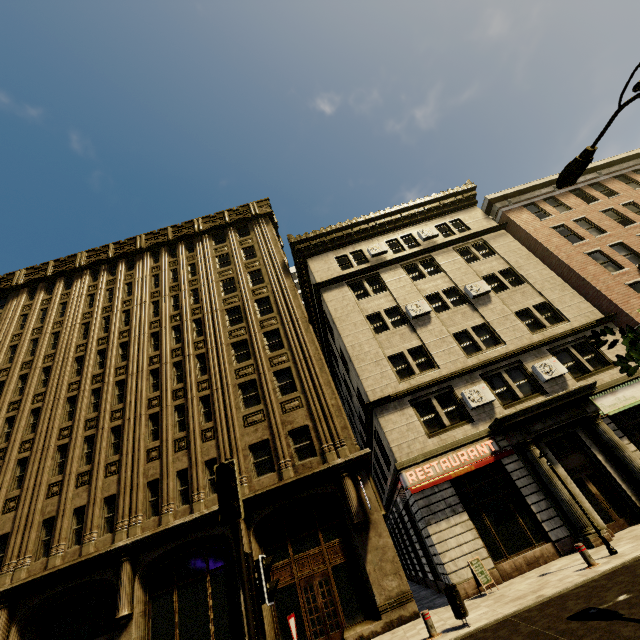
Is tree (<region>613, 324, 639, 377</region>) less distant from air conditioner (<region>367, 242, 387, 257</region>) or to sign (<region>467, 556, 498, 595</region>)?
sign (<region>467, 556, 498, 595</region>)

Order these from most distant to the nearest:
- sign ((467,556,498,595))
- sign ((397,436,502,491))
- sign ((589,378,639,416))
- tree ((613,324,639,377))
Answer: sign ((589,378,639,416)) < sign ((397,436,502,491)) < sign ((467,556,498,595)) < tree ((613,324,639,377))

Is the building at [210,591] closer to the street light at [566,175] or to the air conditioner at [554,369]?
the air conditioner at [554,369]

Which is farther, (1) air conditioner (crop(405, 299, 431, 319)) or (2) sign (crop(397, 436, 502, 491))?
(1) air conditioner (crop(405, 299, 431, 319))

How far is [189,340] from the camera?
20.61m

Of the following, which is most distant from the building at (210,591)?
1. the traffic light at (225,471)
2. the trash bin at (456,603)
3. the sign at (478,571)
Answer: the traffic light at (225,471)

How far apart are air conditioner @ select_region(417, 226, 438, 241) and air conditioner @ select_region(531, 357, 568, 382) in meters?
11.0 m

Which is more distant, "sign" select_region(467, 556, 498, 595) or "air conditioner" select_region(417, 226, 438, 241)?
"air conditioner" select_region(417, 226, 438, 241)
